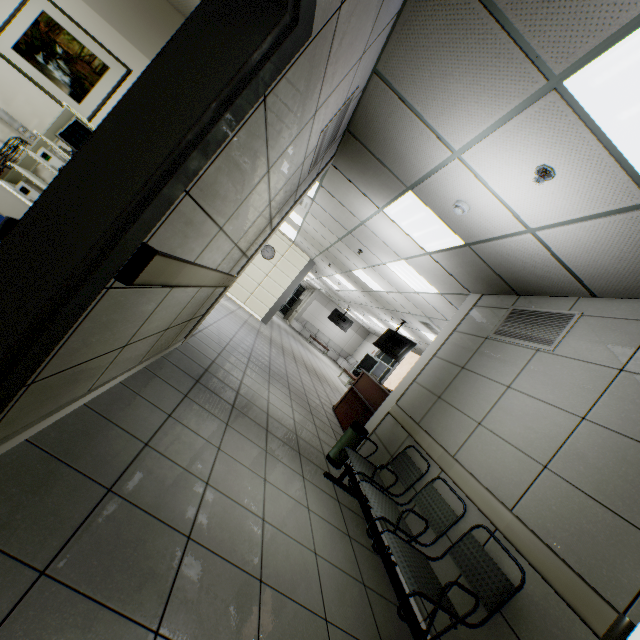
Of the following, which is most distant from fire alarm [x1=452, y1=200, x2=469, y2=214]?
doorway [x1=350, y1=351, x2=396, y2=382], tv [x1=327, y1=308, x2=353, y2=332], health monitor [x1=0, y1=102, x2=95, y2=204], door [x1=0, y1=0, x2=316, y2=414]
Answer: tv [x1=327, y1=308, x2=353, y2=332]

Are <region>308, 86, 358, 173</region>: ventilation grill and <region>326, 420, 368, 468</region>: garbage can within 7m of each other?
yes

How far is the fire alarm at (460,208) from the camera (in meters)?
3.28

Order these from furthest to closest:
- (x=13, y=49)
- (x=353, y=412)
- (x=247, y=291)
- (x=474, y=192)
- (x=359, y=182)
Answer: (x=247, y=291) < (x=353, y=412) < (x=359, y=182) < (x=13, y=49) < (x=474, y=192)

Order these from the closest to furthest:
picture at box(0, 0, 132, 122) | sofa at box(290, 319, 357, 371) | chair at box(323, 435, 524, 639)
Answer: chair at box(323, 435, 524, 639)
picture at box(0, 0, 132, 122)
sofa at box(290, 319, 357, 371)

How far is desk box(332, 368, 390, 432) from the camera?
6.06m

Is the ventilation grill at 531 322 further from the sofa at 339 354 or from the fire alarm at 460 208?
the sofa at 339 354

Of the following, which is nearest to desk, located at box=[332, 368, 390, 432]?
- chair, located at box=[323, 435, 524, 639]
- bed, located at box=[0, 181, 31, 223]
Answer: chair, located at box=[323, 435, 524, 639]
